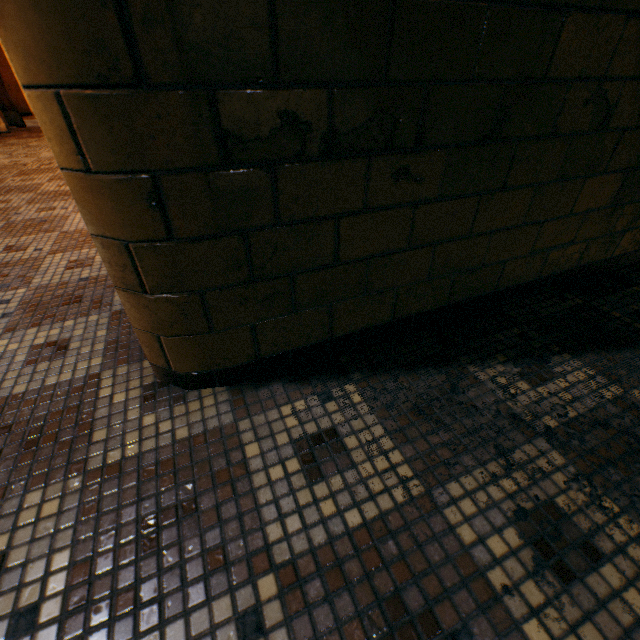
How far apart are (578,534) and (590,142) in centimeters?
123cm
